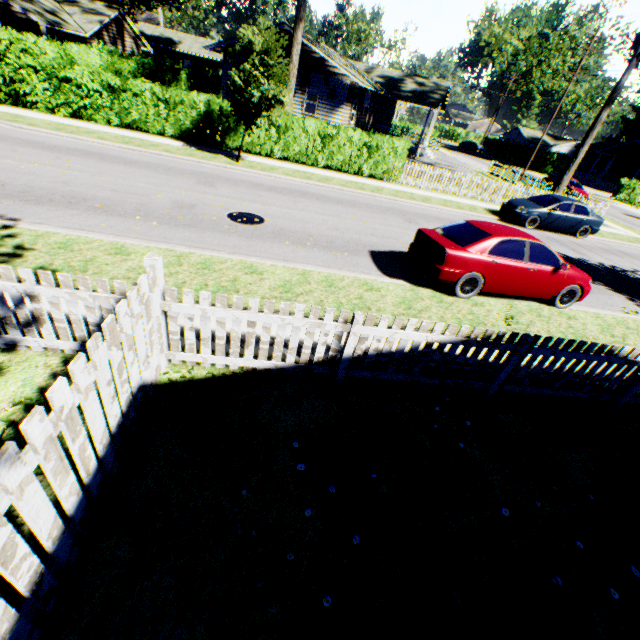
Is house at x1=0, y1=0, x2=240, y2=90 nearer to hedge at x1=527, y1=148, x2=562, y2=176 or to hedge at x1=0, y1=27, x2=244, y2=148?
hedge at x1=0, y1=27, x2=244, y2=148

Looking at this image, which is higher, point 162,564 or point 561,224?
point 561,224

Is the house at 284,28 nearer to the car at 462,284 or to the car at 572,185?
the car at 572,185

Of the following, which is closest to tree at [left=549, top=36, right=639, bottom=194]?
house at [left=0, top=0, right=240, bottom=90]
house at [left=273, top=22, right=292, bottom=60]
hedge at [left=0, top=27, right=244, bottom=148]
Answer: hedge at [left=0, top=27, right=244, bottom=148]

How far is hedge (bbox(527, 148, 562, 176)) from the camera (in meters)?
46.50

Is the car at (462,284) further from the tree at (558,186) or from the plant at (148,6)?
the tree at (558,186)

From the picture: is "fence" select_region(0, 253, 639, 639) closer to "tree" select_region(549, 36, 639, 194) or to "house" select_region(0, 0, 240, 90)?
"tree" select_region(549, 36, 639, 194)

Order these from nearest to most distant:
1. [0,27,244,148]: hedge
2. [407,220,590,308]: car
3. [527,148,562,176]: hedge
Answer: [407,220,590,308]: car < [0,27,244,148]: hedge < [527,148,562,176]: hedge
